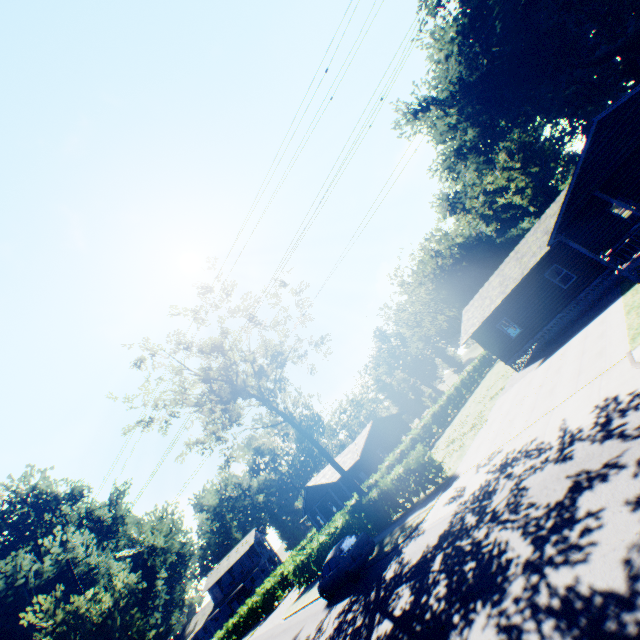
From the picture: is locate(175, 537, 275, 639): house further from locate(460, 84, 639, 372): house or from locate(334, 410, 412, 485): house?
locate(460, 84, 639, 372): house

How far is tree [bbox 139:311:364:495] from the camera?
24.83m

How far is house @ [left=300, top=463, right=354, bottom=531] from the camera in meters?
36.9 m

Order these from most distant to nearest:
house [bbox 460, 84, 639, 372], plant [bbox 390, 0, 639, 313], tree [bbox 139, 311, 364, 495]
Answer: plant [bbox 390, 0, 639, 313] → tree [bbox 139, 311, 364, 495] → house [bbox 460, 84, 639, 372]

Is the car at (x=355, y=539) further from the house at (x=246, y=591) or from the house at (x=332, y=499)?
the house at (x=246, y=591)

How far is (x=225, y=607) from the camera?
55.1 meters

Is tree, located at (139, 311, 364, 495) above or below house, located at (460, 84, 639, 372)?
above

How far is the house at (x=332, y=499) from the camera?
36.92m
